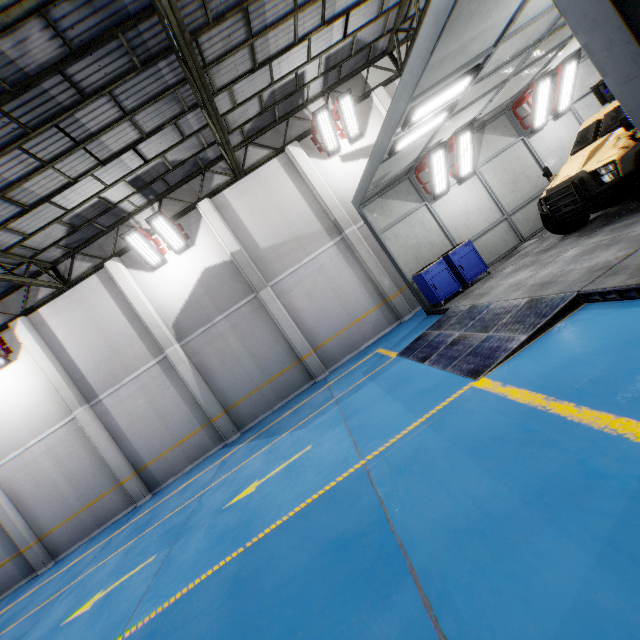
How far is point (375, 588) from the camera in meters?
2.6

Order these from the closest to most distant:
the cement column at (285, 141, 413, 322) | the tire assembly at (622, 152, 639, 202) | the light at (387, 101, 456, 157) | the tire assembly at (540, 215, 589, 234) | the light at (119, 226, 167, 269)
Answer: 1. the tire assembly at (622, 152, 639, 202)
2. the light at (387, 101, 456, 157)
3. the tire assembly at (540, 215, 589, 234)
4. the light at (119, 226, 167, 269)
5. the cement column at (285, 141, 413, 322)

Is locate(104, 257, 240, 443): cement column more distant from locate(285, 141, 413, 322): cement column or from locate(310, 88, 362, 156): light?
locate(310, 88, 362, 156): light

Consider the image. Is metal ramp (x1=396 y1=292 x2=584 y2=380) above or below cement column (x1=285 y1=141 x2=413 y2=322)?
below

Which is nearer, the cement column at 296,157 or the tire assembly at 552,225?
the tire assembly at 552,225

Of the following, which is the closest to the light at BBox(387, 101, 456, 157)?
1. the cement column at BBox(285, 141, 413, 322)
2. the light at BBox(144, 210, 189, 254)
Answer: the cement column at BBox(285, 141, 413, 322)

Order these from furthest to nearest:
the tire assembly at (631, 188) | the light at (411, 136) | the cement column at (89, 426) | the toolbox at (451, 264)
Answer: the cement column at (89, 426), the toolbox at (451, 264), the light at (411, 136), the tire assembly at (631, 188)

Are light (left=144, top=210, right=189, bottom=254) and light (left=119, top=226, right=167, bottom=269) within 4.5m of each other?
yes
